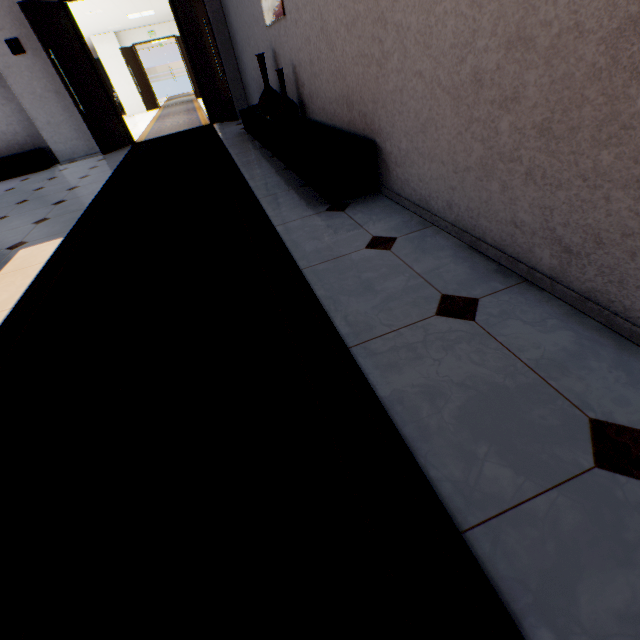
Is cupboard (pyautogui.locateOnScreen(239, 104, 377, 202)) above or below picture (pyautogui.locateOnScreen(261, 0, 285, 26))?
below

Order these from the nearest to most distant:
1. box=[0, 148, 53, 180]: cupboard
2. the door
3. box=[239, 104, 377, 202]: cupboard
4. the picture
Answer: box=[239, 104, 377, 202]: cupboard → the picture → the door → box=[0, 148, 53, 180]: cupboard

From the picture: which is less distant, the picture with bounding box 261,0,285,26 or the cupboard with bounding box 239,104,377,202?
the cupboard with bounding box 239,104,377,202

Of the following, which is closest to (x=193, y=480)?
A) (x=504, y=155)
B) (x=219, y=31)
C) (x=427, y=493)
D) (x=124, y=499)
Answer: (x=124, y=499)

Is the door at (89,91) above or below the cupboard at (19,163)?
above

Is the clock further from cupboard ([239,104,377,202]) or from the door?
cupboard ([239,104,377,202])

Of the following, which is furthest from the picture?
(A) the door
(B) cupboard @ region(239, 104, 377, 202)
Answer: (A) the door

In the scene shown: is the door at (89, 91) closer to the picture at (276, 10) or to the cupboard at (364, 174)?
the cupboard at (364, 174)
